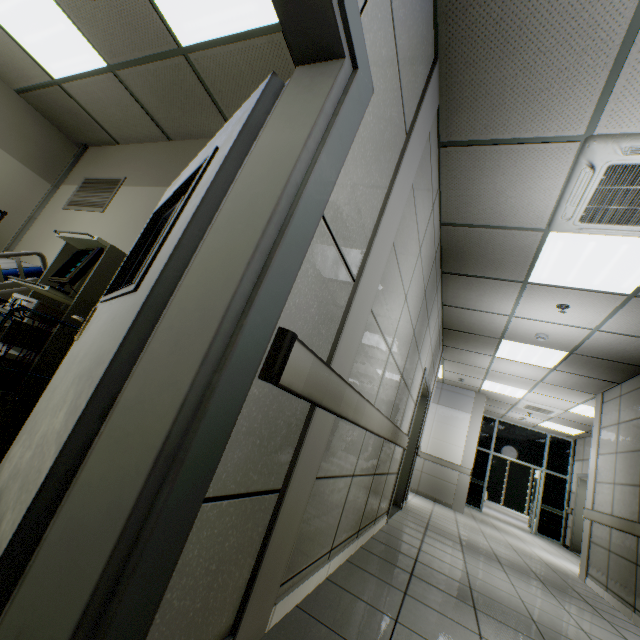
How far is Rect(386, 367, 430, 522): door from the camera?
4.47m

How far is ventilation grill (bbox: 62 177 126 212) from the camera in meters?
3.7

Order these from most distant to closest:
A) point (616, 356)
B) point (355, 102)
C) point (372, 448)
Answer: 1. point (616, 356)
2. point (372, 448)
3. point (355, 102)

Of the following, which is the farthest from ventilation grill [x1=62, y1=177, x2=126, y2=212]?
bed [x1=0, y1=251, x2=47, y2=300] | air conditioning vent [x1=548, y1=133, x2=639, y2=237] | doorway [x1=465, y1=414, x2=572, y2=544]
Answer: doorway [x1=465, y1=414, x2=572, y2=544]

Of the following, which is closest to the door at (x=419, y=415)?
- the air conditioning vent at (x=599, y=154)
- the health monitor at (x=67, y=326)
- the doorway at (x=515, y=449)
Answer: the air conditioning vent at (x=599, y=154)

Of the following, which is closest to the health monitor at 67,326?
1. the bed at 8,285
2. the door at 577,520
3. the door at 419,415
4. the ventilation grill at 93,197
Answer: the bed at 8,285

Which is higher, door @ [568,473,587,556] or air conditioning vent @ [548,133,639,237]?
air conditioning vent @ [548,133,639,237]

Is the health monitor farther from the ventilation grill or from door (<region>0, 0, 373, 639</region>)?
the ventilation grill
